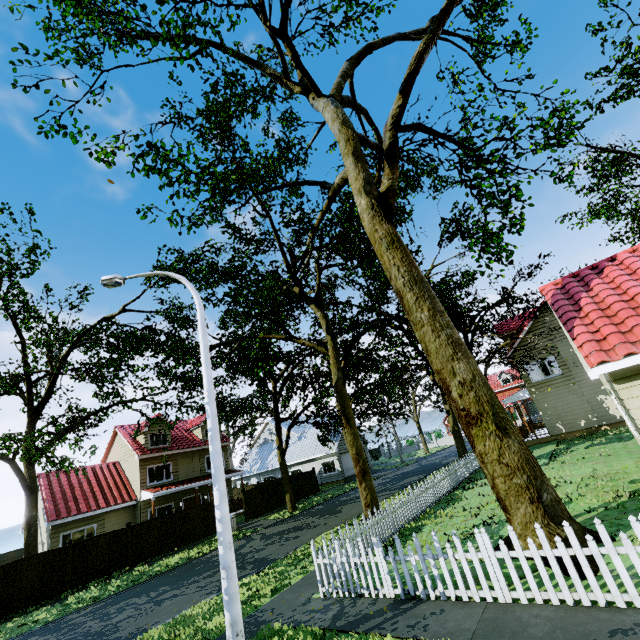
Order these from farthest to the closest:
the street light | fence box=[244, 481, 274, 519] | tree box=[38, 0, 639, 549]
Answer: fence box=[244, 481, 274, 519] < tree box=[38, 0, 639, 549] < the street light

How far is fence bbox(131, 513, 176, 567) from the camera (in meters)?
18.43

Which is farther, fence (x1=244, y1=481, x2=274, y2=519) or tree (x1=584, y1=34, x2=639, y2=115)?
fence (x1=244, y1=481, x2=274, y2=519)

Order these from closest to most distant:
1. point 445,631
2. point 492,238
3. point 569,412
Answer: point 445,631 → point 492,238 → point 569,412

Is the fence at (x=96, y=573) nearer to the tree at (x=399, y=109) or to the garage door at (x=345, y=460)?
the tree at (x=399, y=109)

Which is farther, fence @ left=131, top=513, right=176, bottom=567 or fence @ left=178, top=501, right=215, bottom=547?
fence @ left=178, top=501, right=215, bottom=547

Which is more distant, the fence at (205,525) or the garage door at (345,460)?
the garage door at (345,460)
